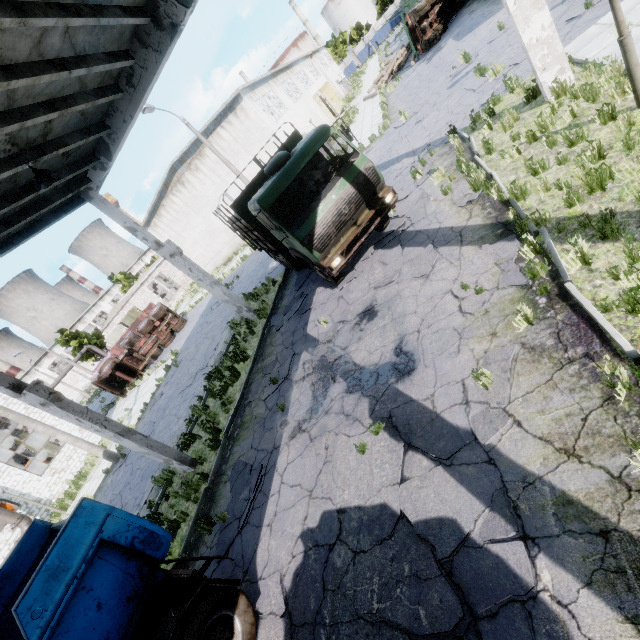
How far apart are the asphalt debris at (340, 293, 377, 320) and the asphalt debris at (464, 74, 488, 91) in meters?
9.8

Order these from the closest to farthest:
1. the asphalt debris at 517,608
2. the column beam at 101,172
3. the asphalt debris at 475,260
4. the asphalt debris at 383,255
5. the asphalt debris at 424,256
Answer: the asphalt debris at 517,608
the asphalt debris at 475,260
the asphalt debris at 424,256
the column beam at 101,172
the asphalt debris at 383,255

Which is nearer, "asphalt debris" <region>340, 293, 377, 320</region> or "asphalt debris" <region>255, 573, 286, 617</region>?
"asphalt debris" <region>255, 573, 286, 617</region>

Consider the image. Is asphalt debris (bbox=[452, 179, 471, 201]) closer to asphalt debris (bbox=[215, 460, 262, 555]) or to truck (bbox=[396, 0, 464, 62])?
asphalt debris (bbox=[215, 460, 262, 555])

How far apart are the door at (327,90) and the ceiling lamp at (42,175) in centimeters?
4276cm

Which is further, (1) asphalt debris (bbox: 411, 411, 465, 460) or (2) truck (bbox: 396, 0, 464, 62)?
(2) truck (bbox: 396, 0, 464, 62)

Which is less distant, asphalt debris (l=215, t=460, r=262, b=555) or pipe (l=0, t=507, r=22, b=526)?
asphalt debris (l=215, t=460, r=262, b=555)

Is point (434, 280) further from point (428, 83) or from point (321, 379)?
point (428, 83)
